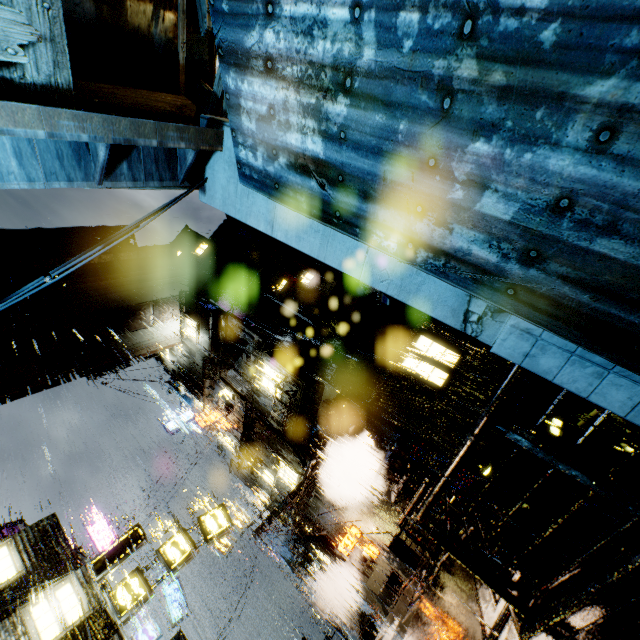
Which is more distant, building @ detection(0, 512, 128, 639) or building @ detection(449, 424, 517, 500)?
building @ detection(449, 424, 517, 500)

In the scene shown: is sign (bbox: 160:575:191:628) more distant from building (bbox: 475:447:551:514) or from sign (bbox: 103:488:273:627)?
sign (bbox: 103:488:273:627)

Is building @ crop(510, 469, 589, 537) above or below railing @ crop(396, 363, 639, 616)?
below

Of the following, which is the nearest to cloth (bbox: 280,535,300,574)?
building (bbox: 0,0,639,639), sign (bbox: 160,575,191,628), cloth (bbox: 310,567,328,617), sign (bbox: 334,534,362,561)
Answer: building (bbox: 0,0,639,639)

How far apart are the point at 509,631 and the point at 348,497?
17.34m

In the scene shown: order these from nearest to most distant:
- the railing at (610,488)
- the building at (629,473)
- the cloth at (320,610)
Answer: the railing at (610,488) → the building at (629,473) → the cloth at (320,610)

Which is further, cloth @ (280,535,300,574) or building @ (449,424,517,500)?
cloth @ (280,535,300,574)

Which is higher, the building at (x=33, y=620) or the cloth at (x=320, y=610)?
the building at (x=33, y=620)
